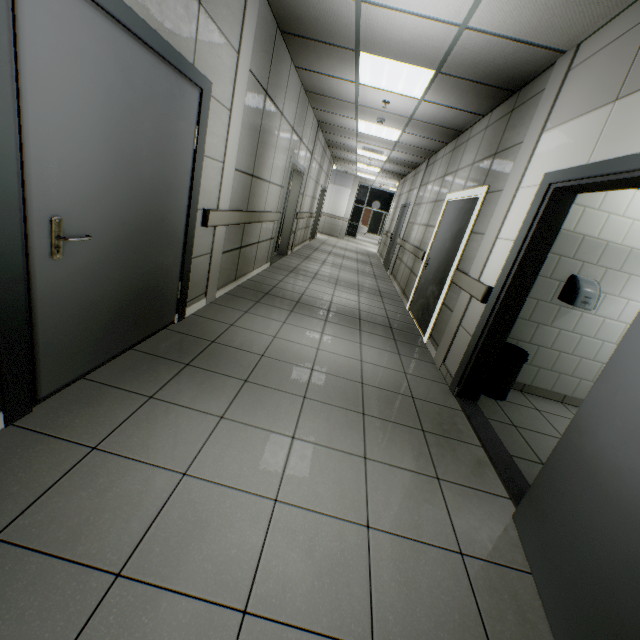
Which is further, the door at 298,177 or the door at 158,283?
the door at 298,177

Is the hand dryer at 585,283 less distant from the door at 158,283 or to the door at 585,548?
the door at 585,548

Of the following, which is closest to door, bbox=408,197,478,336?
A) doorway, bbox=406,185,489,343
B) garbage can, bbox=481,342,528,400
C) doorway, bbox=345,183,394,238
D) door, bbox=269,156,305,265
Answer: doorway, bbox=406,185,489,343

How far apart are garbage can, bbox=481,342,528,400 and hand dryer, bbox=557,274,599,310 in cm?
64

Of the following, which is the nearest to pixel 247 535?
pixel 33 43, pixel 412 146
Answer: pixel 33 43

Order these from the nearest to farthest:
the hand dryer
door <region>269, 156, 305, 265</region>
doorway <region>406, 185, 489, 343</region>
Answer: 1. the hand dryer
2. doorway <region>406, 185, 489, 343</region>
3. door <region>269, 156, 305, 265</region>

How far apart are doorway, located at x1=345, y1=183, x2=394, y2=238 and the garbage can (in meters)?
18.07
